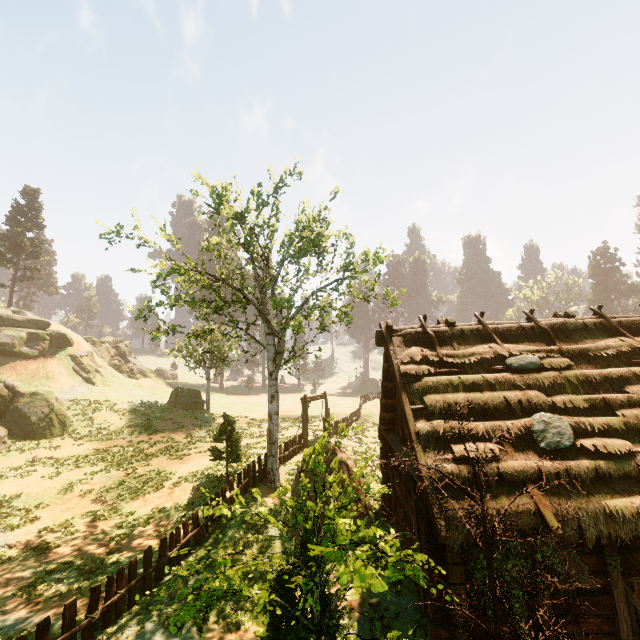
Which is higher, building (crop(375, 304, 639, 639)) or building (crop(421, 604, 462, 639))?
building (crop(375, 304, 639, 639))

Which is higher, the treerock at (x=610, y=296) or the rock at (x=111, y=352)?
the treerock at (x=610, y=296)

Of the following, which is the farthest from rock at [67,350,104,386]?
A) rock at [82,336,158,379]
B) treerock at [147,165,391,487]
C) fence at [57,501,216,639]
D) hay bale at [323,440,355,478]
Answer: hay bale at [323,440,355,478]

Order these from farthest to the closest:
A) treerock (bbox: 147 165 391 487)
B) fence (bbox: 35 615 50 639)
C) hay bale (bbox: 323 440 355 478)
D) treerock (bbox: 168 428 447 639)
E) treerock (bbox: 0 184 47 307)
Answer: treerock (bbox: 0 184 47 307) → treerock (bbox: 147 165 391 487) → hay bale (bbox: 323 440 355 478) → fence (bbox: 35 615 50 639) → treerock (bbox: 168 428 447 639)

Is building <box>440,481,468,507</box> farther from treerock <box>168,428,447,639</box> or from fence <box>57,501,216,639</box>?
fence <box>57,501,216,639</box>

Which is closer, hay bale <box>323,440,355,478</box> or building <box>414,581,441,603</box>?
building <box>414,581,441,603</box>

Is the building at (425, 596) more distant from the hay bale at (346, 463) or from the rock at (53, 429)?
the rock at (53, 429)

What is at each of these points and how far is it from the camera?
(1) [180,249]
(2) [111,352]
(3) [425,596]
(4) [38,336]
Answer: (1) treerock, 11.9m
(2) rock, 45.9m
(3) building, 8.3m
(4) rock, 33.7m
